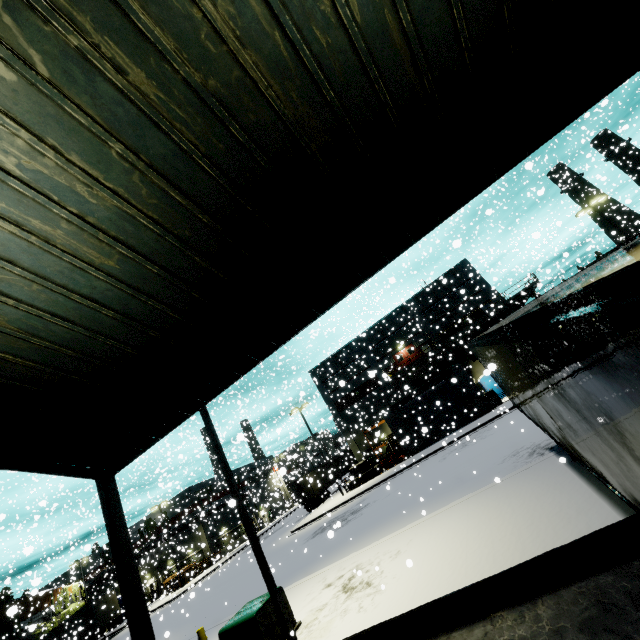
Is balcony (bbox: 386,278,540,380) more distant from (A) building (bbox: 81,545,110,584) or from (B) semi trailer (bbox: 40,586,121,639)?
(B) semi trailer (bbox: 40,586,121,639)

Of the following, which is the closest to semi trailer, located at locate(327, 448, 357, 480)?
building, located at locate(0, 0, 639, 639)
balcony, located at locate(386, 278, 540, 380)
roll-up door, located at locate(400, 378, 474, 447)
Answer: building, located at locate(0, 0, 639, 639)

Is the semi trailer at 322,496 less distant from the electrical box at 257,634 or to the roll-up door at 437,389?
the electrical box at 257,634

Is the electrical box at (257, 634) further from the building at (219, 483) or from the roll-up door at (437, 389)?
the roll-up door at (437, 389)

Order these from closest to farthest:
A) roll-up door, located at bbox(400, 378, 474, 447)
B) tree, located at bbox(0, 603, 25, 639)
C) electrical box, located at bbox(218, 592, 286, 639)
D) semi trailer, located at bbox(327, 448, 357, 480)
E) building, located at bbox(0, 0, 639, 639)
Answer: building, located at bbox(0, 0, 639, 639) → electrical box, located at bbox(218, 592, 286, 639) → roll-up door, located at bbox(400, 378, 474, 447) → tree, located at bbox(0, 603, 25, 639) → semi trailer, located at bbox(327, 448, 357, 480)

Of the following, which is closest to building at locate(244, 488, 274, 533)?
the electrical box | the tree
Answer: the tree

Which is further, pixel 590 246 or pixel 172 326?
pixel 590 246

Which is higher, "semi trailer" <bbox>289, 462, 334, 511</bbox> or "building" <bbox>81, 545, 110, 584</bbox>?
"building" <bbox>81, 545, 110, 584</bbox>
